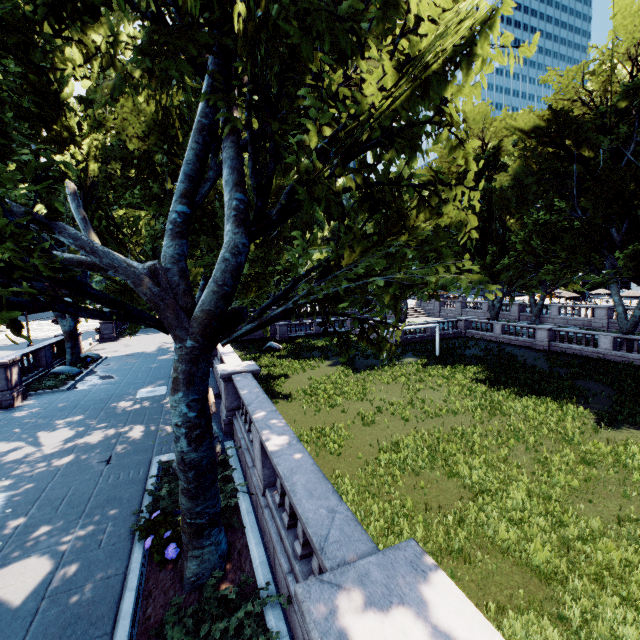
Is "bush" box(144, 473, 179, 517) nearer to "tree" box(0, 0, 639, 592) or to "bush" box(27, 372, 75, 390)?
"tree" box(0, 0, 639, 592)

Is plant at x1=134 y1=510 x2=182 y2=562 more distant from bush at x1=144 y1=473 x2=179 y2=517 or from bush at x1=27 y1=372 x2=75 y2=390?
bush at x1=27 y1=372 x2=75 y2=390

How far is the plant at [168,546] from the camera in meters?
5.8 m

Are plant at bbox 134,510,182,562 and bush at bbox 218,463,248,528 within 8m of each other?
yes

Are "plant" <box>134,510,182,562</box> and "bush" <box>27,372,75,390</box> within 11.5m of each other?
no

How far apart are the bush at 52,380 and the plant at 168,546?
15.1 meters

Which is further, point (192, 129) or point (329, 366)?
point (329, 366)

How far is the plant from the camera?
5.8m
